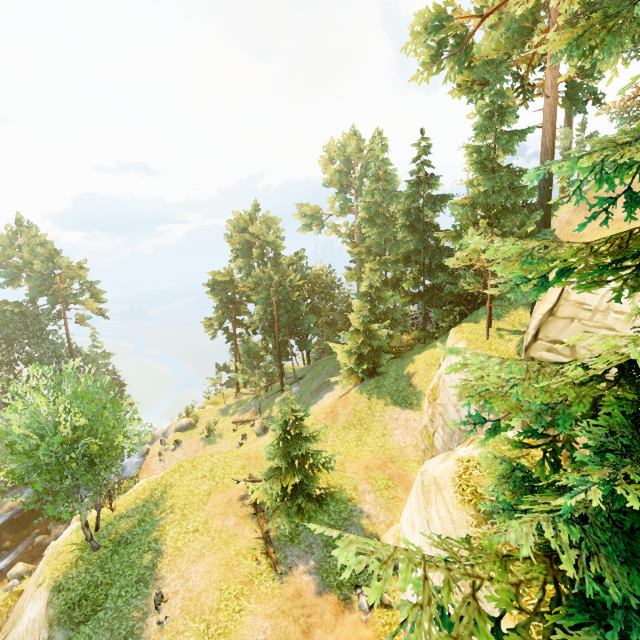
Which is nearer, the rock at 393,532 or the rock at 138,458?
the rock at 393,532

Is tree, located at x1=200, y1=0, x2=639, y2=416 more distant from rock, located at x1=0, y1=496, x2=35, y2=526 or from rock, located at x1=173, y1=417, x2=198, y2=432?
rock, located at x1=0, y1=496, x2=35, y2=526

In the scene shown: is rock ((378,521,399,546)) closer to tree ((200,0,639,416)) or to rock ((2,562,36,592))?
tree ((200,0,639,416))

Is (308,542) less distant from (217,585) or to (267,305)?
(217,585)

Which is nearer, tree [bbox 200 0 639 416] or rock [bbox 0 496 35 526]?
tree [bbox 200 0 639 416]

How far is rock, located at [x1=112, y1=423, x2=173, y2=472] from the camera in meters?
33.5 m

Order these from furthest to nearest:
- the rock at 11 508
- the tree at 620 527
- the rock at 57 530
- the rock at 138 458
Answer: the rock at 138 458
the rock at 11 508
the rock at 57 530
the tree at 620 527

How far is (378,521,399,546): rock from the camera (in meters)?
14.02
